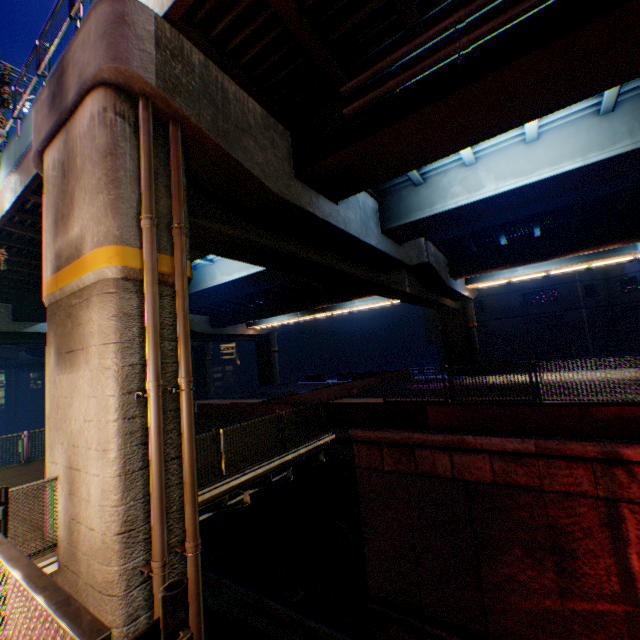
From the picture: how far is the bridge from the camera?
8.3m

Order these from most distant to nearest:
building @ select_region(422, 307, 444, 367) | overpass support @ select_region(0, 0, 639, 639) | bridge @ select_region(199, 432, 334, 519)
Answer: building @ select_region(422, 307, 444, 367) → bridge @ select_region(199, 432, 334, 519) → overpass support @ select_region(0, 0, 639, 639)

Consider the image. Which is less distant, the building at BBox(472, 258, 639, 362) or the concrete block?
the concrete block

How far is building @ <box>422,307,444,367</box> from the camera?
42.7 meters

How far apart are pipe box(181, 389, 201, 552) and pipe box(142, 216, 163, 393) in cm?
28

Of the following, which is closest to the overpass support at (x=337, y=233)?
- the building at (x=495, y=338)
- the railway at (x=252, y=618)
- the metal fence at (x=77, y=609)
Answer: the metal fence at (x=77, y=609)

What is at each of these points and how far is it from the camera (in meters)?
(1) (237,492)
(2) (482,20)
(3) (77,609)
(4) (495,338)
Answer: (1) bridge, 11.16
(2) overpass support, 5.89
(3) metal fence, 1.10
(4) building, 38.75

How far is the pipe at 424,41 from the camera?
6.0m
